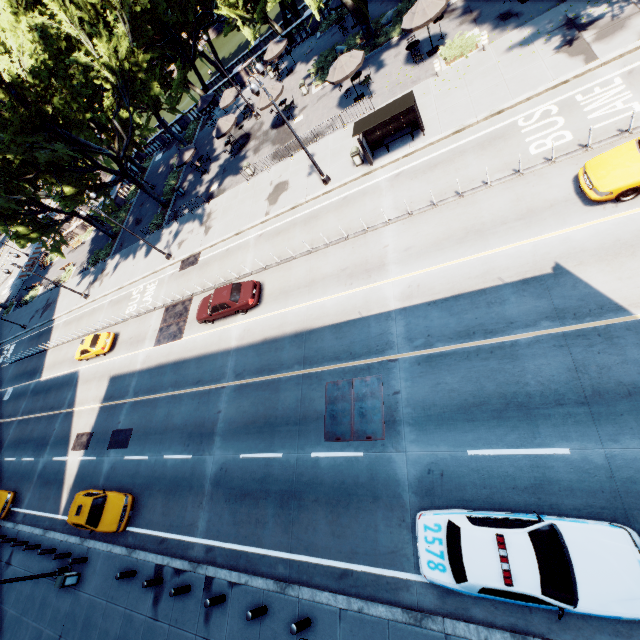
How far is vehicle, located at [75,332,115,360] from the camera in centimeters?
2670cm

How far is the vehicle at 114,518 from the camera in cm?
1697

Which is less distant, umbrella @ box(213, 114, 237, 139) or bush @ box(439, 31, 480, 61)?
bush @ box(439, 31, 480, 61)

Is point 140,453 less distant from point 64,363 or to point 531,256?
point 64,363

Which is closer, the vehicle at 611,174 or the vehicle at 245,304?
the vehicle at 611,174

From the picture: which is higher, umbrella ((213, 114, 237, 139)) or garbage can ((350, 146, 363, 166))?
umbrella ((213, 114, 237, 139))

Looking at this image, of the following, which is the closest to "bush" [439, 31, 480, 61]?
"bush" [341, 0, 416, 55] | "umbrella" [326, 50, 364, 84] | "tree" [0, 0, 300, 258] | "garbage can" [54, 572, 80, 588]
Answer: "umbrella" [326, 50, 364, 84]

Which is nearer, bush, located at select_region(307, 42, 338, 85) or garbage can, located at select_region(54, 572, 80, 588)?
garbage can, located at select_region(54, 572, 80, 588)
